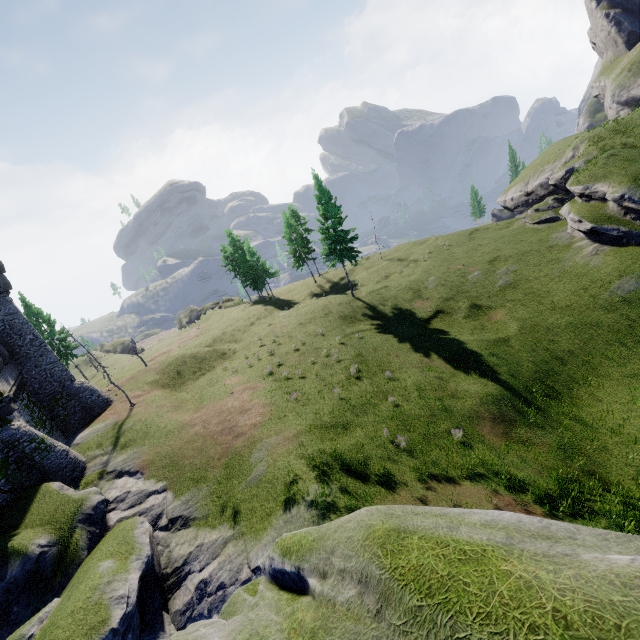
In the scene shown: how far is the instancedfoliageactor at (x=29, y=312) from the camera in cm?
4009

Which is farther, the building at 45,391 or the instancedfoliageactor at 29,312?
the instancedfoliageactor at 29,312

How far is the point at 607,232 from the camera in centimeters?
2822cm

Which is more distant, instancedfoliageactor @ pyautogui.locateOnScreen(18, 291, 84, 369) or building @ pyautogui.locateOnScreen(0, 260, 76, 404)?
instancedfoliageactor @ pyautogui.locateOnScreen(18, 291, 84, 369)

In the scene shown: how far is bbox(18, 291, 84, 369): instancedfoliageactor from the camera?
40.1m
